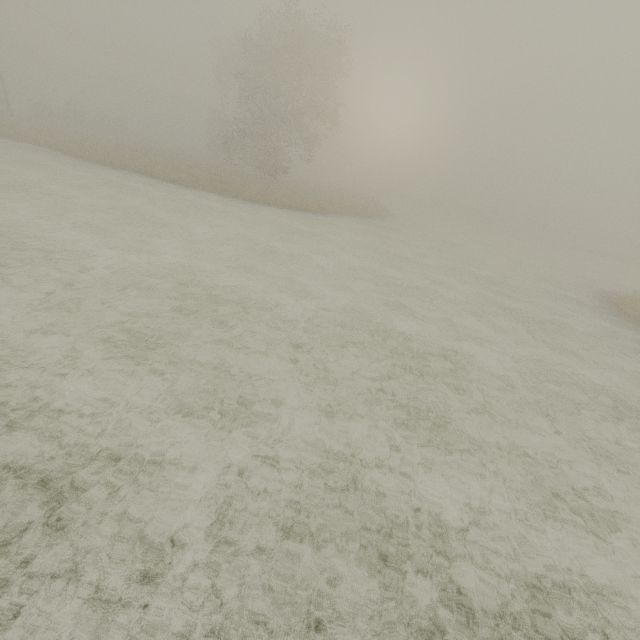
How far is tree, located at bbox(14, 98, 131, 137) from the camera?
39.88m

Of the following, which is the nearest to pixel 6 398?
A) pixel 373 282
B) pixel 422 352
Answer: pixel 422 352

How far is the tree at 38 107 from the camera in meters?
39.9 m

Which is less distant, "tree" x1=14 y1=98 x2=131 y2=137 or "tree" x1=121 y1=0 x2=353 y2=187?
"tree" x1=121 y1=0 x2=353 y2=187

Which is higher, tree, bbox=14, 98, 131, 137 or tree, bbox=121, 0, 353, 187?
tree, bbox=121, 0, 353, 187

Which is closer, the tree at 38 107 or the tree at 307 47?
the tree at 307 47
